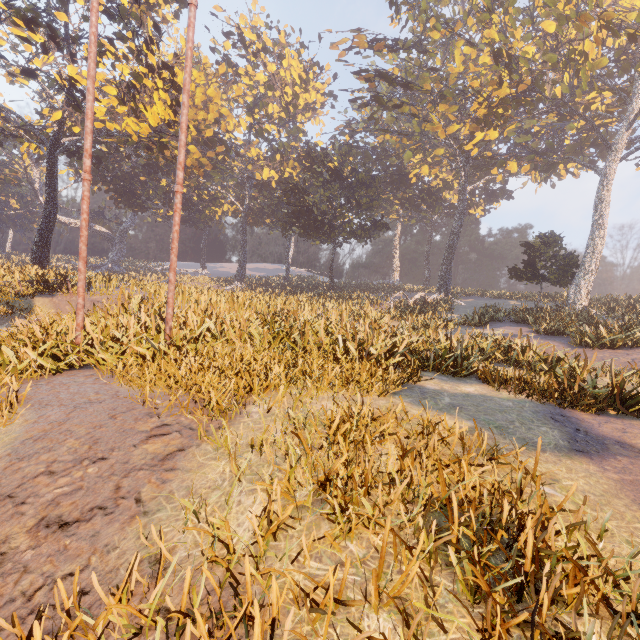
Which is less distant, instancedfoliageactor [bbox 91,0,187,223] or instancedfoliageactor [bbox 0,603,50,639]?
instancedfoliageactor [bbox 0,603,50,639]

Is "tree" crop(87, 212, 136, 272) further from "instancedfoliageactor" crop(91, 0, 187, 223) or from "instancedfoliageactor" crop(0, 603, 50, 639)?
"instancedfoliageactor" crop(0, 603, 50, 639)

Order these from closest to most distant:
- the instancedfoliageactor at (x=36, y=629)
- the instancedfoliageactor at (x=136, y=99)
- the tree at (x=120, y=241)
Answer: the instancedfoliageactor at (x=36, y=629)
the instancedfoliageactor at (x=136, y=99)
the tree at (x=120, y=241)

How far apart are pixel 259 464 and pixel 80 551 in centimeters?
168cm

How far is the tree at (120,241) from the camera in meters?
56.2

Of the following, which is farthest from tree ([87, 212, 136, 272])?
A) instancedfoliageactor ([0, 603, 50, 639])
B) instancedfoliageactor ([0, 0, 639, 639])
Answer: instancedfoliageactor ([0, 603, 50, 639])
